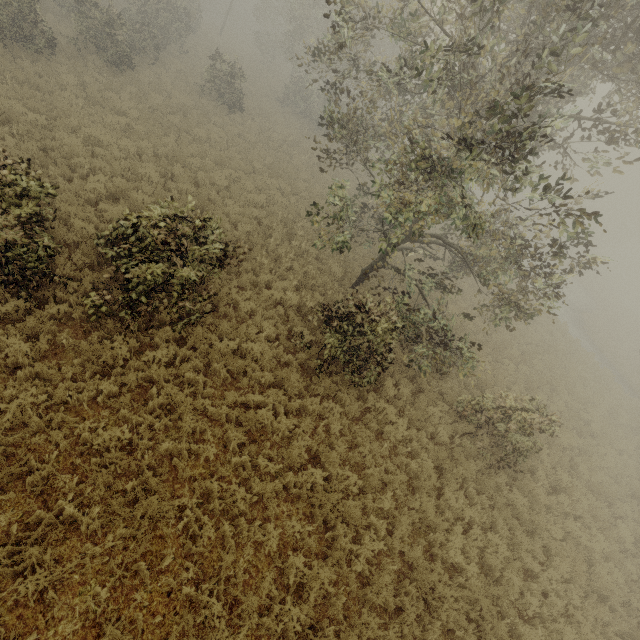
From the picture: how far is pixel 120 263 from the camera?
6.5m
